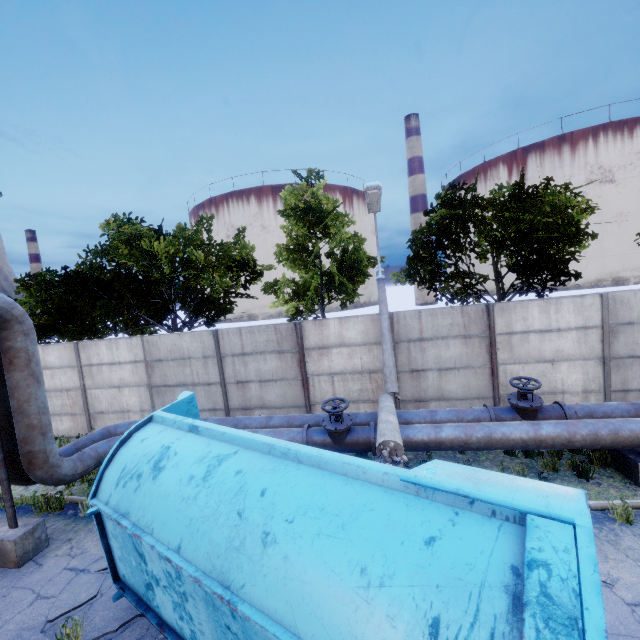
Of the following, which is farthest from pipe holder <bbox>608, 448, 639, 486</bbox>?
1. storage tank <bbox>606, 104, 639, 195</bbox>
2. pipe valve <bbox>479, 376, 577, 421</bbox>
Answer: storage tank <bbox>606, 104, 639, 195</bbox>

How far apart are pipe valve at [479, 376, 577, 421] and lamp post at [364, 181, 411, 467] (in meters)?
1.97

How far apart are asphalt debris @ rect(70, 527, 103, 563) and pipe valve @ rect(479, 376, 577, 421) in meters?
8.0 m

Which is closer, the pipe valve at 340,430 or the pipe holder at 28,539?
the pipe holder at 28,539

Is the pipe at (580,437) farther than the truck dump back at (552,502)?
Yes

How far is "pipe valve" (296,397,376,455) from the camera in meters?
7.3

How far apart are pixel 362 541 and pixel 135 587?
3.9 meters

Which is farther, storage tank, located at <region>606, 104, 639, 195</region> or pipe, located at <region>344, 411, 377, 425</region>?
storage tank, located at <region>606, 104, 639, 195</region>
